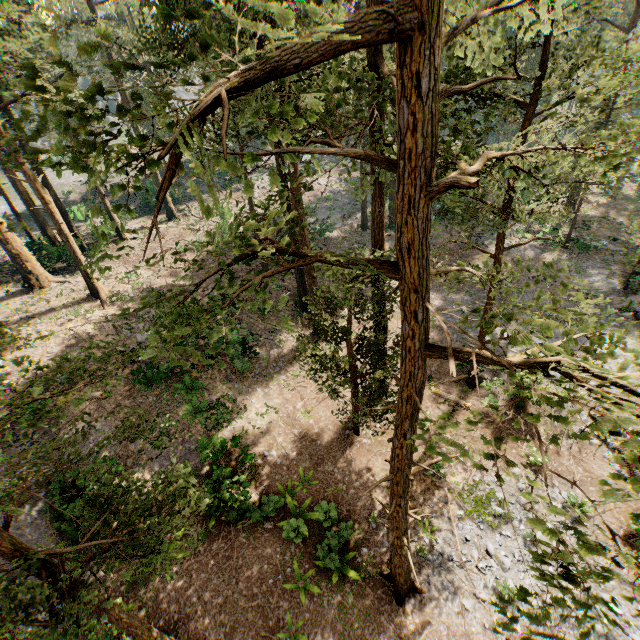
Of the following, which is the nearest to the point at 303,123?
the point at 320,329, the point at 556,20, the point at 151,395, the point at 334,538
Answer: the point at 556,20

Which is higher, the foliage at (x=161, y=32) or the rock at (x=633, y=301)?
the foliage at (x=161, y=32)

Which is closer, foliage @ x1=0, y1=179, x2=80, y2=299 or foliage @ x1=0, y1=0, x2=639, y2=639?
foliage @ x1=0, y1=0, x2=639, y2=639

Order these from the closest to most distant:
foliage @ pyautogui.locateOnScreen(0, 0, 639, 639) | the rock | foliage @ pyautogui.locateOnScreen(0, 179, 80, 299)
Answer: foliage @ pyautogui.locateOnScreen(0, 0, 639, 639), the rock, foliage @ pyautogui.locateOnScreen(0, 179, 80, 299)

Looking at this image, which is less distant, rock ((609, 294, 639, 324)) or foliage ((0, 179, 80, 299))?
rock ((609, 294, 639, 324))

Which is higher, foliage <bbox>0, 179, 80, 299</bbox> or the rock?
foliage <bbox>0, 179, 80, 299</bbox>

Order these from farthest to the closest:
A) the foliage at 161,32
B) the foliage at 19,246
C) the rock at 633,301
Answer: the foliage at 19,246, the rock at 633,301, the foliage at 161,32
